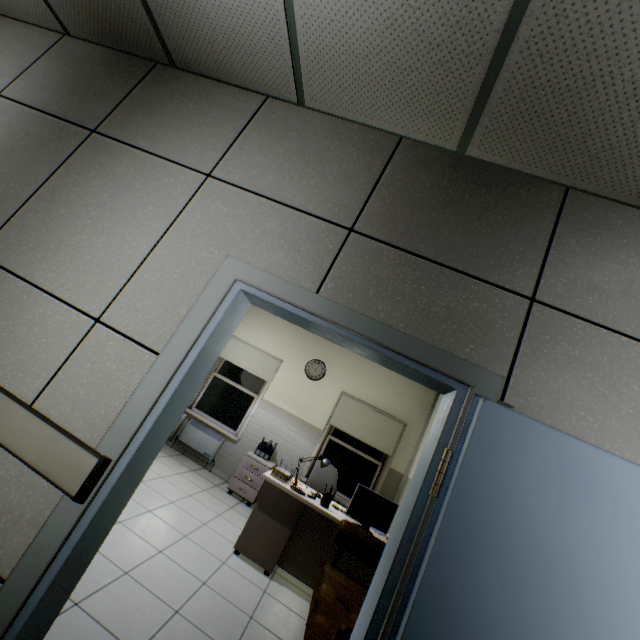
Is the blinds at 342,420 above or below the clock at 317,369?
below

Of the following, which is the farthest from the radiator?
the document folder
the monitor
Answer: the monitor

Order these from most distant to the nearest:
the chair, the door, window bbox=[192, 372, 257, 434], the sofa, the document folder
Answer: window bbox=[192, 372, 257, 434] → the document folder → the chair → the sofa → the door

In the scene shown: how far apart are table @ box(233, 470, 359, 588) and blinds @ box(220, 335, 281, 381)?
2.09m

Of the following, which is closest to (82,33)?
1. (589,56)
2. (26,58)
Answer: (26,58)

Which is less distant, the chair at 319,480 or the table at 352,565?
the table at 352,565

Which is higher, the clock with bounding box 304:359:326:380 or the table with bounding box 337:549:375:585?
the clock with bounding box 304:359:326:380

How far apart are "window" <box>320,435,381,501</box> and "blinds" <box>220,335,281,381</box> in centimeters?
156cm
